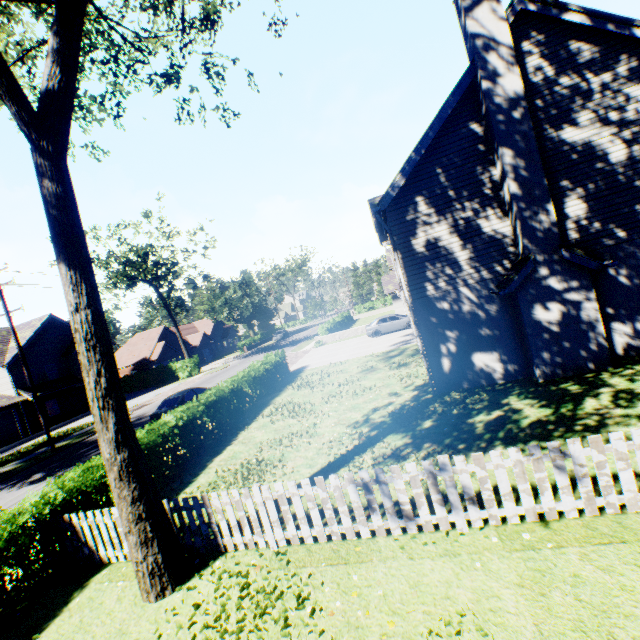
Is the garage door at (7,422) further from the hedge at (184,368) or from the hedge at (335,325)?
the hedge at (335,325)

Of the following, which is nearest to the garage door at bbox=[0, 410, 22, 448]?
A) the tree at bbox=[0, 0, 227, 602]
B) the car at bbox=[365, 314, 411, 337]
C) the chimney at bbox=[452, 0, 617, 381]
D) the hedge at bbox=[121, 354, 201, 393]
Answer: the hedge at bbox=[121, 354, 201, 393]

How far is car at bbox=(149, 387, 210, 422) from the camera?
17.1 meters

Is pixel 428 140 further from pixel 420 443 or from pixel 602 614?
pixel 602 614

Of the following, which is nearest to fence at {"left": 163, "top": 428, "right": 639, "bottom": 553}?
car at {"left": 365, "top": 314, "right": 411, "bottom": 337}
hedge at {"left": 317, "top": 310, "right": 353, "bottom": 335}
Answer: car at {"left": 365, "top": 314, "right": 411, "bottom": 337}

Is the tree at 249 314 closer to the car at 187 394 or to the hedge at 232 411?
the hedge at 232 411

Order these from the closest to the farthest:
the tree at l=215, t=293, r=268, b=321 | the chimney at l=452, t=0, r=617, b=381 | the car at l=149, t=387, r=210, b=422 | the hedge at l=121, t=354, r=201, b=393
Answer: Result: the chimney at l=452, t=0, r=617, b=381 < the car at l=149, t=387, r=210, b=422 < the hedge at l=121, t=354, r=201, b=393 < the tree at l=215, t=293, r=268, b=321

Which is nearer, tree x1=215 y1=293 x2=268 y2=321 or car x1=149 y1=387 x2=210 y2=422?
car x1=149 y1=387 x2=210 y2=422
